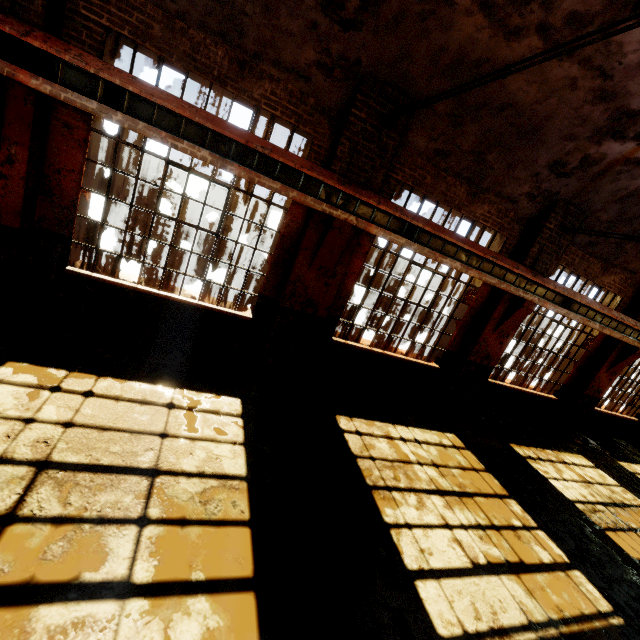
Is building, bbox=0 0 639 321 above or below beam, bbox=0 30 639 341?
above

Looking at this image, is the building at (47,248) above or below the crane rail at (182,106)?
below

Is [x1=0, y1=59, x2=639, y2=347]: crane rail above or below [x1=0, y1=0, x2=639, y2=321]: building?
below

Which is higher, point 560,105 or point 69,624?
point 560,105

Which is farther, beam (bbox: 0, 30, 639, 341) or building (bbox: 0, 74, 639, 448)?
building (bbox: 0, 74, 639, 448)

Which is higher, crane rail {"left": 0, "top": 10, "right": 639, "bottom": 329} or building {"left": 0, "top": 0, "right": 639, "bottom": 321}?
building {"left": 0, "top": 0, "right": 639, "bottom": 321}

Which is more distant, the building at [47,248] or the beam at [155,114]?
the building at [47,248]
